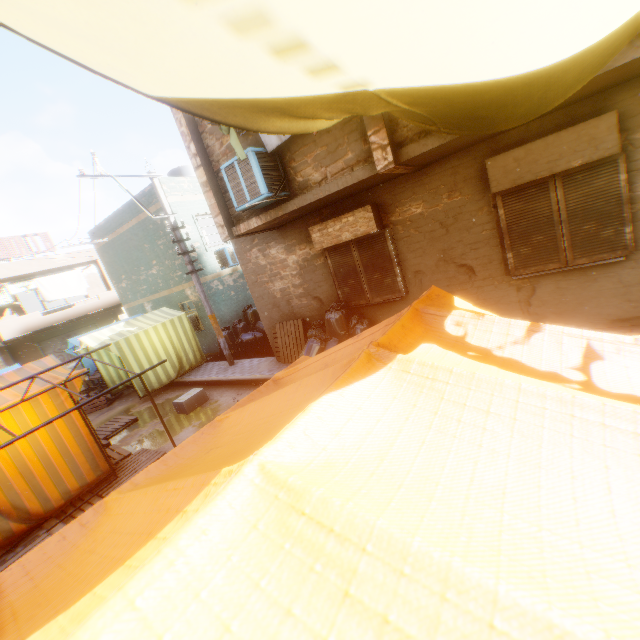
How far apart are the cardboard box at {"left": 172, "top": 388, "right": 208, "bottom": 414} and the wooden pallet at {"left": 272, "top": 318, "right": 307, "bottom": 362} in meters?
1.8 m

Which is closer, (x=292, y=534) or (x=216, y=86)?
(x=292, y=534)

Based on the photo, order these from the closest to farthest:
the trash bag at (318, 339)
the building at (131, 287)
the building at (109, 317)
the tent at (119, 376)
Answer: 1. the trash bag at (318, 339)
2. the tent at (119, 376)
3. the building at (131, 287)
4. the building at (109, 317)

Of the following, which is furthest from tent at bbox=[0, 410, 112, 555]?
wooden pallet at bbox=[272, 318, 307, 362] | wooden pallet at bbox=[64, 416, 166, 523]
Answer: wooden pallet at bbox=[272, 318, 307, 362]

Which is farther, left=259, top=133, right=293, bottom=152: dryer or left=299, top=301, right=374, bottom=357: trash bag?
left=299, top=301, right=374, bottom=357: trash bag

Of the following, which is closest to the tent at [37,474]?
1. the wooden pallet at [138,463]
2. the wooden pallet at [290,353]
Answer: the wooden pallet at [138,463]

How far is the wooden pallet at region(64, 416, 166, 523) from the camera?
5.80m

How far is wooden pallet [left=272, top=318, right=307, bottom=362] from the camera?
8.99m
